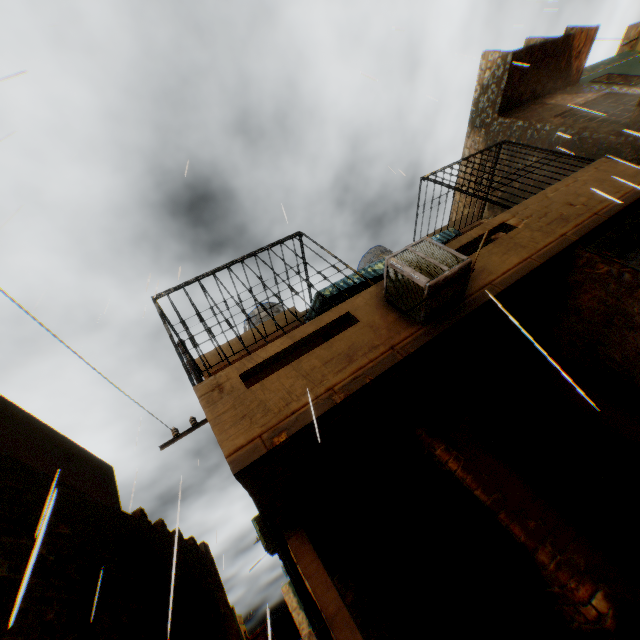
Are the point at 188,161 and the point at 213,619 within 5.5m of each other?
no

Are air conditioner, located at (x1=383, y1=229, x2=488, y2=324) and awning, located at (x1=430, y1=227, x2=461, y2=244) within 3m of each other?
yes

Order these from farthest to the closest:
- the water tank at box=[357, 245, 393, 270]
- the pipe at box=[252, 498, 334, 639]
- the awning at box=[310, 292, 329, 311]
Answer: the water tank at box=[357, 245, 393, 270] < the awning at box=[310, 292, 329, 311] < the pipe at box=[252, 498, 334, 639]

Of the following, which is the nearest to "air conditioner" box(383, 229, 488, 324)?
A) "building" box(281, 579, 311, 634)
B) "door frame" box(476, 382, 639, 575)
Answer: "door frame" box(476, 382, 639, 575)

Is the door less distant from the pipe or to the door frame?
the door frame

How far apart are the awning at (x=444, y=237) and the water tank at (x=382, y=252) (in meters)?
3.26

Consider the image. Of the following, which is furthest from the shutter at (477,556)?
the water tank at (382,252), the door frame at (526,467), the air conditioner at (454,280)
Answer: the water tank at (382,252)

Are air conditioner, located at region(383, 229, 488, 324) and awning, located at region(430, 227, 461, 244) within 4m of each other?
yes
